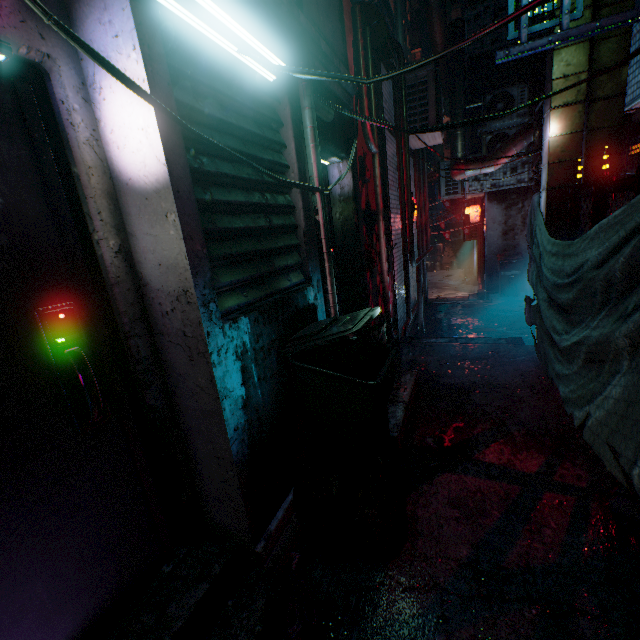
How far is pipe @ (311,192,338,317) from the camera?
2.2 meters

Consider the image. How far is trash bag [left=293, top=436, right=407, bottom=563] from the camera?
1.6 meters

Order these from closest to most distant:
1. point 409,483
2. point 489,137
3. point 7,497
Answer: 1. point 7,497
2. point 409,483
3. point 489,137

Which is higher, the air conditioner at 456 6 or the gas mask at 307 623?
the air conditioner at 456 6

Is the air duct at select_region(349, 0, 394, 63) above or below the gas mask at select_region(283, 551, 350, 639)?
above

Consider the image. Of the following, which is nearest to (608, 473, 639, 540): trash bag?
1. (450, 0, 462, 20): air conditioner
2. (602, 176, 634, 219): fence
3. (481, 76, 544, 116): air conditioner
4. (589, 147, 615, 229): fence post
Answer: (602, 176, 634, 219): fence

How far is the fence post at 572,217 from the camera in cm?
333

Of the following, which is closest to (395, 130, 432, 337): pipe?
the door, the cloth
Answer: the cloth
